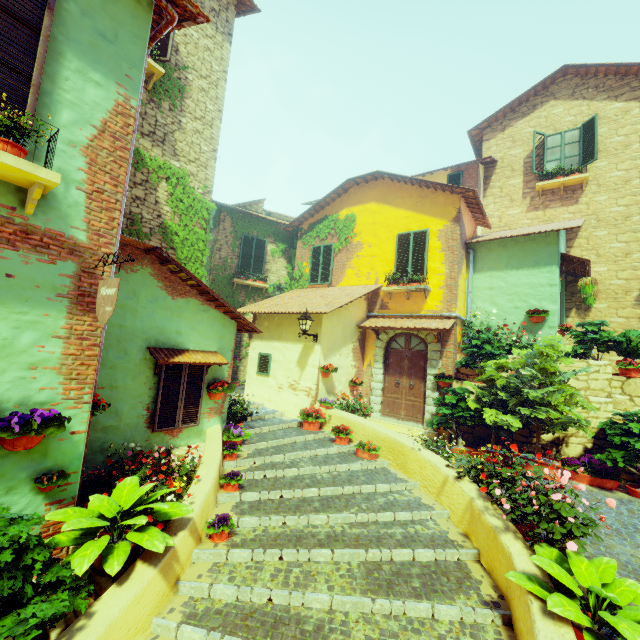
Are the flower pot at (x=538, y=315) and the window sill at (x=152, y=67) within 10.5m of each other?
no

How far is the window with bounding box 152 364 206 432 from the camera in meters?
5.8

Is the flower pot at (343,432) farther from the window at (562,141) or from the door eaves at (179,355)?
the window at (562,141)

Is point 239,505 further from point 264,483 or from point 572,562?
point 572,562

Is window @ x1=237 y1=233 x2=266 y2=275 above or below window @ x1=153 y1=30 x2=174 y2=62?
below

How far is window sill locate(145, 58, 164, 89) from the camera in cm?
727

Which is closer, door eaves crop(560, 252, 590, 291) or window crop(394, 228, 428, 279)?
door eaves crop(560, 252, 590, 291)

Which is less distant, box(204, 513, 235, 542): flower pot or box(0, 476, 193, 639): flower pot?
box(0, 476, 193, 639): flower pot
